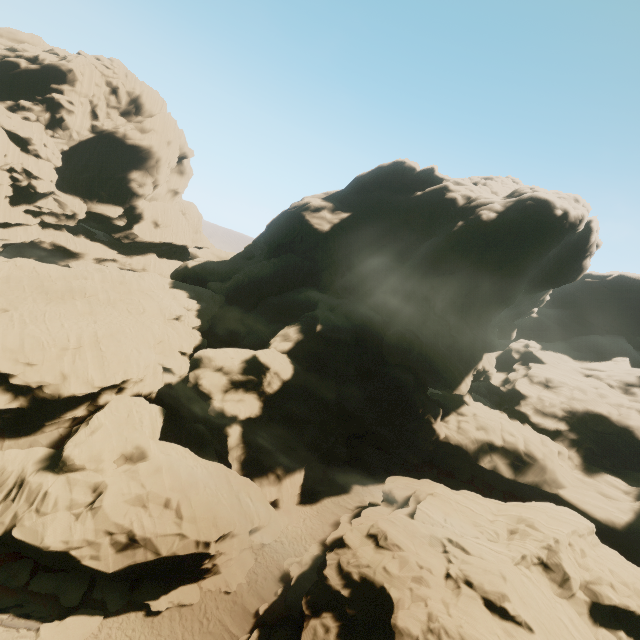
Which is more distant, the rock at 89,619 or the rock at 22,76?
the rock at 22,76

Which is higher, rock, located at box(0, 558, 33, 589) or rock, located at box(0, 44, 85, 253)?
rock, located at box(0, 44, 85, 253)

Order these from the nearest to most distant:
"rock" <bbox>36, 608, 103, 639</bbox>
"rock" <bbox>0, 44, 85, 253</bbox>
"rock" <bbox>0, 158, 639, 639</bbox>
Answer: "rock" <bbox>36, 608, 103, 639</bbox>
"rock" <bbox>0, 158, 639, 639</bbox>
"rock" <bbox>0, 44, 85, 253</bbox>

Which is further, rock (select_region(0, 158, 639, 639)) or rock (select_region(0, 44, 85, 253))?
rock (select_region(0, 44, 85, 253))

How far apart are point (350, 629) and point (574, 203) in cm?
4713

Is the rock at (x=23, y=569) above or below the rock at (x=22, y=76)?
below
